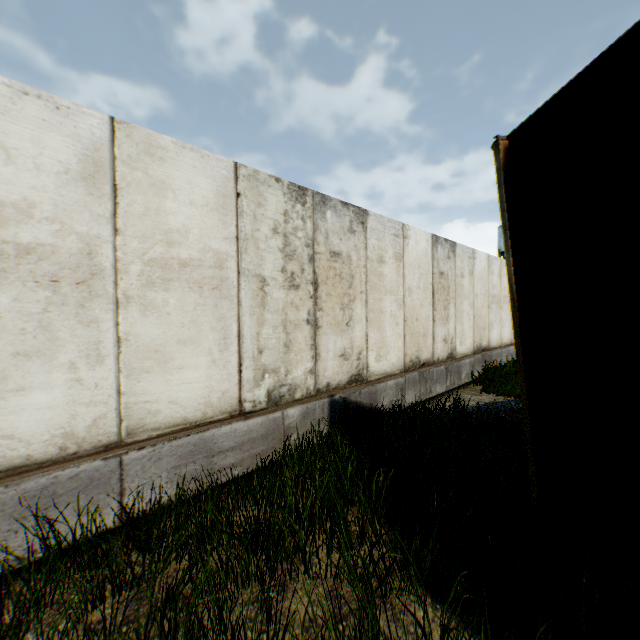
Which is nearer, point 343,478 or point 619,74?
point 619,74
